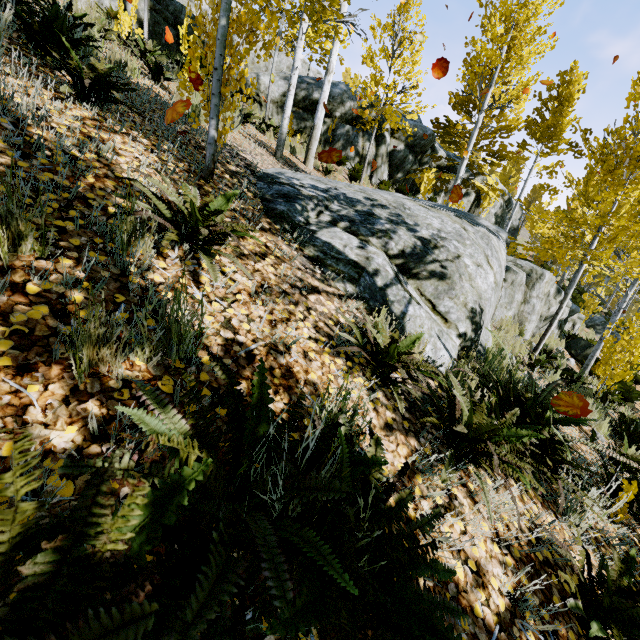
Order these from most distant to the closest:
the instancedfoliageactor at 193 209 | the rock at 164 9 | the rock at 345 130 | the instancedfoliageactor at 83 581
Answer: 1. the rock at 345 130
2. the rock at 164 9
3. the instancedfoliageactor at 193 209
4. the instancedfoliageactor at 83 581

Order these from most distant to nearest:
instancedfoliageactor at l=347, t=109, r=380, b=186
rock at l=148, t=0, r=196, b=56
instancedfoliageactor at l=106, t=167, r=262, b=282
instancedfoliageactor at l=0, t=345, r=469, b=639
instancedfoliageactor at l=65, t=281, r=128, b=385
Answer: A: instancedfoliageactor at l=347, t=109, r=380, b=186 → rock at l=148, t=0, r=196, b=56 → instancedfoliageactor at l=106, t=167, r=262, b=282 → instancedfoliageactor at l=65, t=281, r=128, b=385 → instancedfoliageactor at l=0, t=345, r=469, b=639

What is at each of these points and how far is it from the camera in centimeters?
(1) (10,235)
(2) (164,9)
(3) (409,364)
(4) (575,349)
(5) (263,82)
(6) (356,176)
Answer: (1) instancedfoliageactor, 141cm
(2) rock, 1109cm
(3) instancedfoliageactor, 224cm
(4) rock, 1226cm
(5) rock, 1212cm
(6) instancedfoliageactor, 1233cm

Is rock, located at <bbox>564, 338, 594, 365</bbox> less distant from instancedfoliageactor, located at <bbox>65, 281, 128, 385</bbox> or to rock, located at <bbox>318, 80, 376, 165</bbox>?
instancedfoliageactor, located at <bbox>65, 281, 128, 385</bbox>

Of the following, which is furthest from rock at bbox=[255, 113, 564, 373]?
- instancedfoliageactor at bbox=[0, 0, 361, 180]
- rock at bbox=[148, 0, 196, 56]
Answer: rock at bbox=[148, 0, 196, 56]

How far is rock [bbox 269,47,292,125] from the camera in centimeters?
1219cm

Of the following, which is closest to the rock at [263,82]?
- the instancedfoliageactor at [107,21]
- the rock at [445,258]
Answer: the instancedfoliageactor at [107,21]
